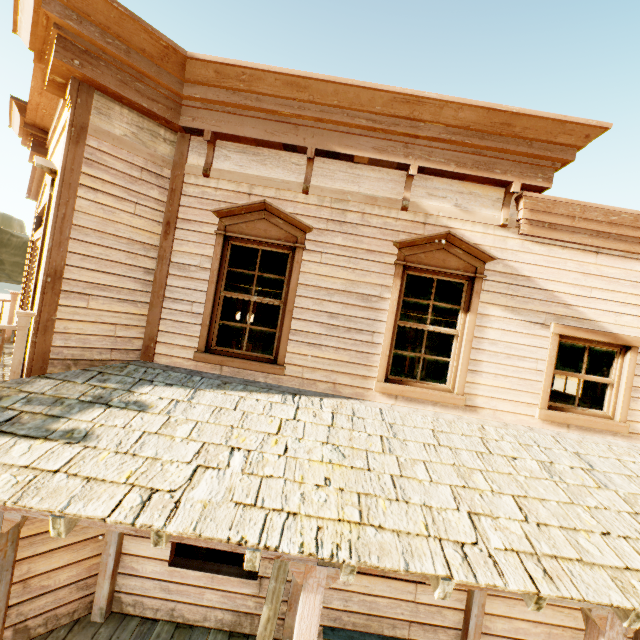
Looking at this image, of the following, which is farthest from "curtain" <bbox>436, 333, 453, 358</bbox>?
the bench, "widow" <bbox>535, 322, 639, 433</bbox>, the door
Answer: the door

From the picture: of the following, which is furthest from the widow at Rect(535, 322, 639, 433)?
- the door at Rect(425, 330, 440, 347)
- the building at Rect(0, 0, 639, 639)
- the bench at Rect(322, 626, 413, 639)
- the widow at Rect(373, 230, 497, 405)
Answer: the door at Rect(425, 330, 440, 347)

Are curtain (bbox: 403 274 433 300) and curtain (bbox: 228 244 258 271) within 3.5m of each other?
yes

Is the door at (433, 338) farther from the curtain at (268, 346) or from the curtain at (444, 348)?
the curtain at (268, 346)

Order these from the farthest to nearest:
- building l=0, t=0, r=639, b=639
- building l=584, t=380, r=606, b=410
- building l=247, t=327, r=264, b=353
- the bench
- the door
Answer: building l=247, t=327, r=264, b=353
the door
building l=584, t=380, r=606, b=410
the bench
building l=0, t=0, r=639, b=639

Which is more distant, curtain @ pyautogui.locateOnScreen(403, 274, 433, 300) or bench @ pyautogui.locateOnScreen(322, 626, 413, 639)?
curtain @ pyautogui.locateOnScreen(403, 274, 433, 300)

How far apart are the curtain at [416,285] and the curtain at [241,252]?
1.49m

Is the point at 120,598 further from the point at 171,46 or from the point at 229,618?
the point at 171,46
